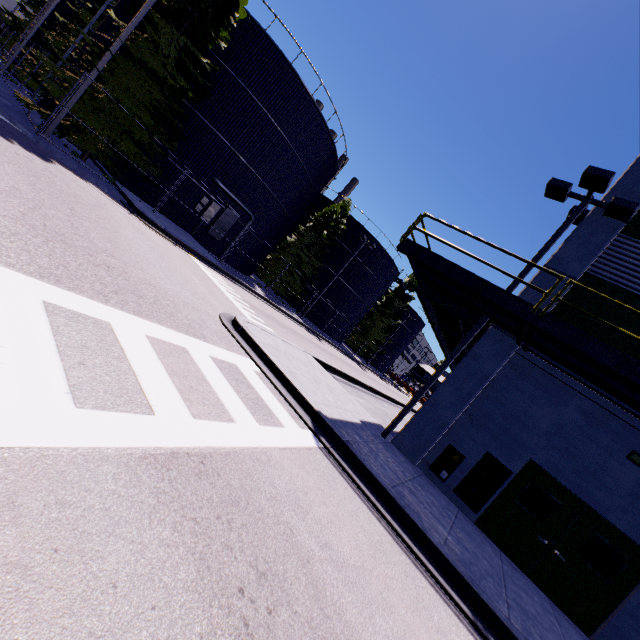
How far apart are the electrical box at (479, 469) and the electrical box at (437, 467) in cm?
22

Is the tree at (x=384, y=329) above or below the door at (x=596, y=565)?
above

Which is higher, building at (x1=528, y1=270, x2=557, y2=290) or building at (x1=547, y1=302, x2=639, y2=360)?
building at (x1=528, y1=270, x2=557, y2=290)

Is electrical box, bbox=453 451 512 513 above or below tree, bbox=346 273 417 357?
below

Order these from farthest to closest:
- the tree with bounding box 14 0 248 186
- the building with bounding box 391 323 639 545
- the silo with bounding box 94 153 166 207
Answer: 1. the silo with bounding box 94 153 166 207
2. the tree with bounding box 14 0 248 186
3. the building with bounding box 391 323 639 545

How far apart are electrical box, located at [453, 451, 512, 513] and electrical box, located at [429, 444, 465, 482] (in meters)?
0.22

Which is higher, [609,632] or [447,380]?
[447,380]

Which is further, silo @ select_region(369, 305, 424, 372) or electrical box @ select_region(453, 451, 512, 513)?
silo @ select_region(369, 305, 424, 372)
